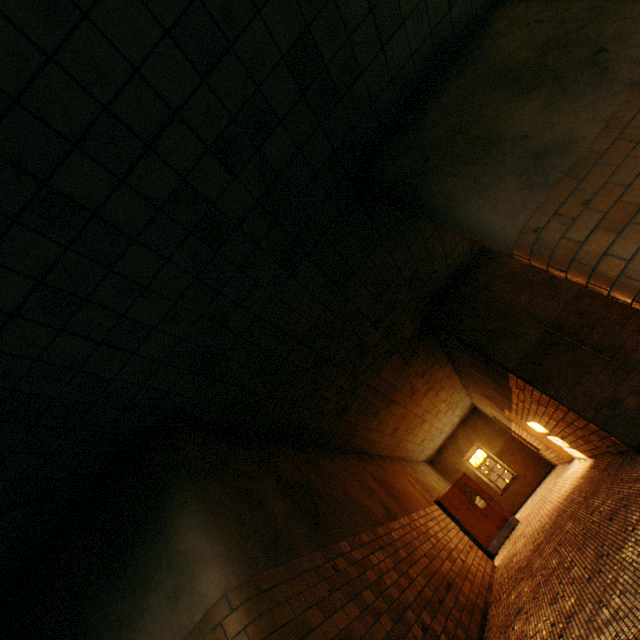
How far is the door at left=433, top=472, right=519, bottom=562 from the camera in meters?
10.5 m

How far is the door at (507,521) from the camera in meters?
10.5

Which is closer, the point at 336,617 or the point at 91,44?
the point at 91,44
